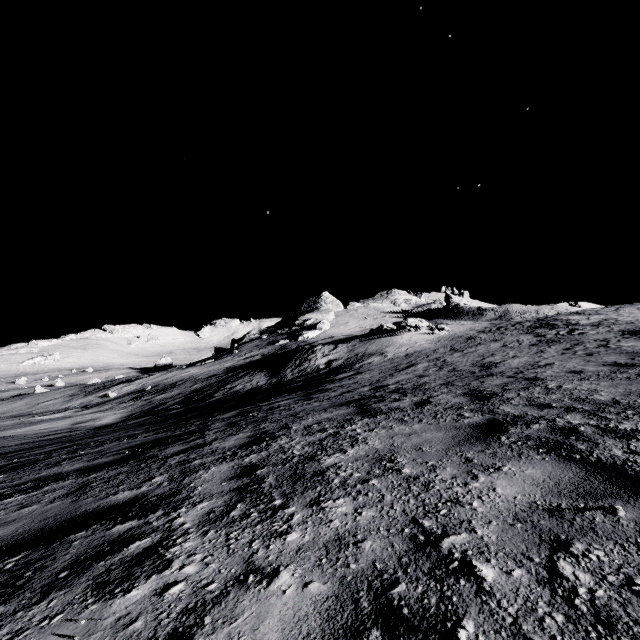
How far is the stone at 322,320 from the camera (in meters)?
51.30

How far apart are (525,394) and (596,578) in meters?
4.8 m

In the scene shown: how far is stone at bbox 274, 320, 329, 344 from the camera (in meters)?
51.30
